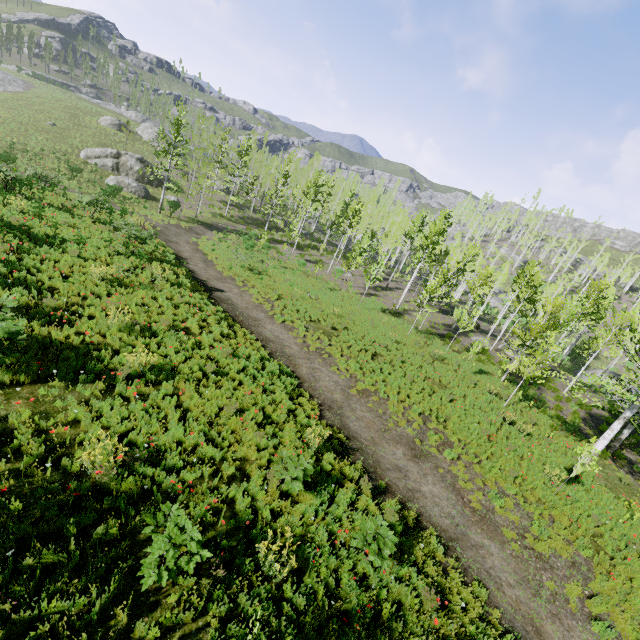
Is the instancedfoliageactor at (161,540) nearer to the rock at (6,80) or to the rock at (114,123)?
the rock at (6,80)

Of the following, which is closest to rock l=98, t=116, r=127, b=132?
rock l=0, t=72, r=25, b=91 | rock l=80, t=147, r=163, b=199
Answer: rock l=80, t=147, r=163, b=199

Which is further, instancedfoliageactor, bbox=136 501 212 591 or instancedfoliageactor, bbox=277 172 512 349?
instancedfoliageactor, bbox=277 172 512 349

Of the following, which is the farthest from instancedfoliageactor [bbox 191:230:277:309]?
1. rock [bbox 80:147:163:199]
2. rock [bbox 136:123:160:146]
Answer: rock [bbox 80:147:163:199]

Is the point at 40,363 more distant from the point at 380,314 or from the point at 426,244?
the point at 426,244

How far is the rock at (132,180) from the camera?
35.47m

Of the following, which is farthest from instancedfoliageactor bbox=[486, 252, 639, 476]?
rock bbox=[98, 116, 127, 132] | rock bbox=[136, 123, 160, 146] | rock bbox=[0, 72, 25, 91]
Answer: rock bbox=[98, 116, 127, 132]

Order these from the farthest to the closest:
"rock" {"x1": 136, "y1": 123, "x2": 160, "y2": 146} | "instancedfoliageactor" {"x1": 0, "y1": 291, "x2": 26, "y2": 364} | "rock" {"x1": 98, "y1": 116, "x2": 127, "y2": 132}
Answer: "rock" {"x1": 136, "y1": 123, "x2": 160, "y2": 146} < "rock" {"x1": 98, "y1": 116, "x2": 127, "y2": 132} < "instancedfoliageactor" {"x1": 0, "y1": 291, "x2": 26, "y2": 364}
